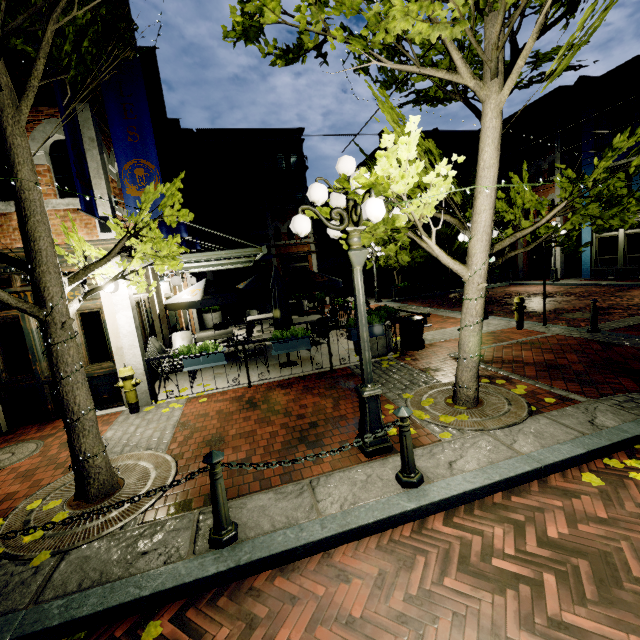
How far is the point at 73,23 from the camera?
3.1 meters

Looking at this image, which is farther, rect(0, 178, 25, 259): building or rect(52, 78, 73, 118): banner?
rect(0, 178, 25, 259): building

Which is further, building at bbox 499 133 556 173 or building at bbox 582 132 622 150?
building at bbox 499 133 556 173

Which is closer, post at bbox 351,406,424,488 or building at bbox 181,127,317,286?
post at bbox 351,406,424,488

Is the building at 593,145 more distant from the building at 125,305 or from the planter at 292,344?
the planter at 292,344

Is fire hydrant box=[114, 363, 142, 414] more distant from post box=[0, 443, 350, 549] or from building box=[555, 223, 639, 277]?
building box=[555, 223, 639, 277]

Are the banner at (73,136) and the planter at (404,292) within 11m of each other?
no

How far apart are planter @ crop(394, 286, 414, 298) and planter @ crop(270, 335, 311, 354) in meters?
14.3 m
